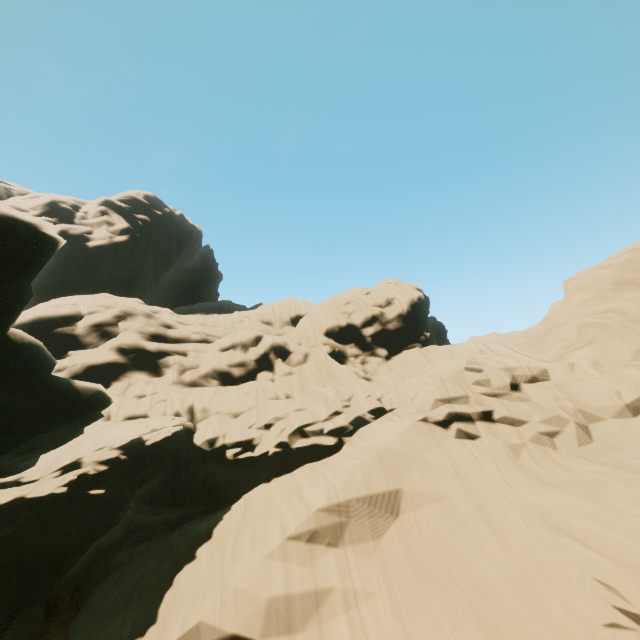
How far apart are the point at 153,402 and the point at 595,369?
28.25m
